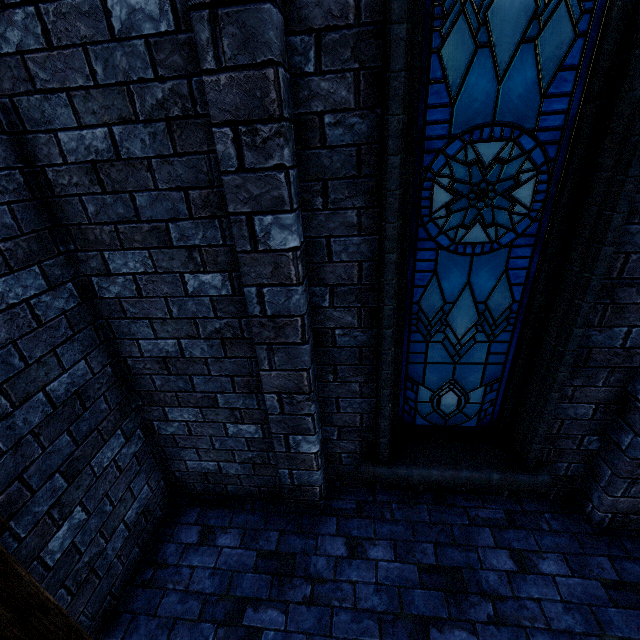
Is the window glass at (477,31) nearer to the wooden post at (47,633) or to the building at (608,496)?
the building at (608,496)

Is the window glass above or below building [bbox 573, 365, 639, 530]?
above

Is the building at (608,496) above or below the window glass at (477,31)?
below

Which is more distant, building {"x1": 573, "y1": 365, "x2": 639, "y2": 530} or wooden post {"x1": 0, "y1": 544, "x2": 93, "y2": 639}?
building {"x1": 573, "y1": 365, "x2": 639, "y2": 530}

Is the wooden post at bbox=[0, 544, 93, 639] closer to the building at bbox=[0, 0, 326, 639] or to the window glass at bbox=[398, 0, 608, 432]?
the building at bbox=[0, 0, 326, 639]

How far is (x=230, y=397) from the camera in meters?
2.9

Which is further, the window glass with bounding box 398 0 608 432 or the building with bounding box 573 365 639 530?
the building with bounding box 573 365 639 530

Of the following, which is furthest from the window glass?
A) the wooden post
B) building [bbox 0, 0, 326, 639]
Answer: the wooden post
